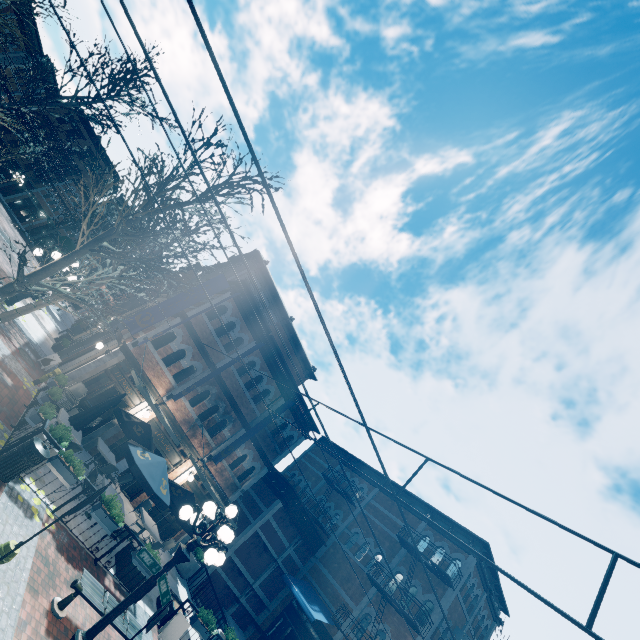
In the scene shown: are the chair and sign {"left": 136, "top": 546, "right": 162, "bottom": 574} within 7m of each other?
no

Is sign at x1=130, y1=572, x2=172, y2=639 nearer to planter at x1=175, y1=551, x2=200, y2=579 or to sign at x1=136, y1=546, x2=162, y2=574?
sign at x1=136, y1=546, x2=162, y2=574

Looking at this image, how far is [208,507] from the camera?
6.1 meters

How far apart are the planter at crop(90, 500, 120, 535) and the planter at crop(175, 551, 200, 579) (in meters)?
8.59

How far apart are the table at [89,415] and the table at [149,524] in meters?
4.1 m

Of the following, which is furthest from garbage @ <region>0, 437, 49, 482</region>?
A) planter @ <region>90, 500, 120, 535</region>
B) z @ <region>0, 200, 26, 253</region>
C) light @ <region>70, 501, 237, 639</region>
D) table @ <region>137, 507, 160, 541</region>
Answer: z @ <region>0, 200, 26, 253</region>

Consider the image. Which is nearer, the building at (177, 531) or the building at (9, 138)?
the building at (177, 531)

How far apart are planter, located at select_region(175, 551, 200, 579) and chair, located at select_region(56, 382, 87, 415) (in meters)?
9.20
